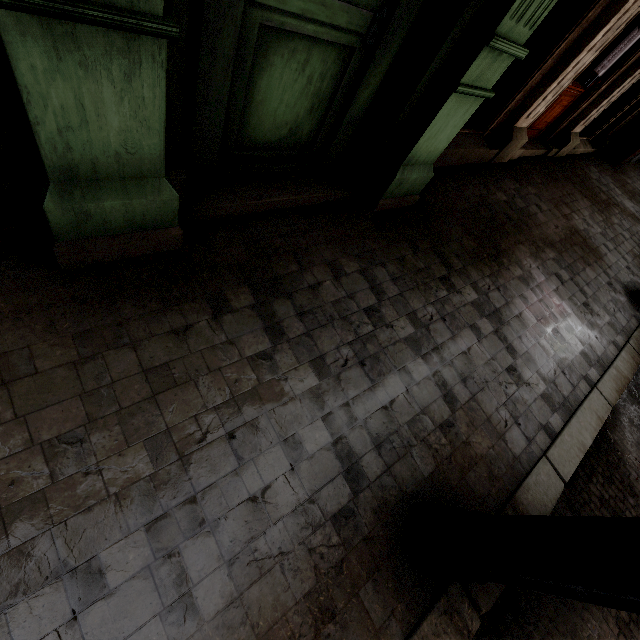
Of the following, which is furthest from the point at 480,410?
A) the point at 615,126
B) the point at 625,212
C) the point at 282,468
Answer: the point at 615,126
